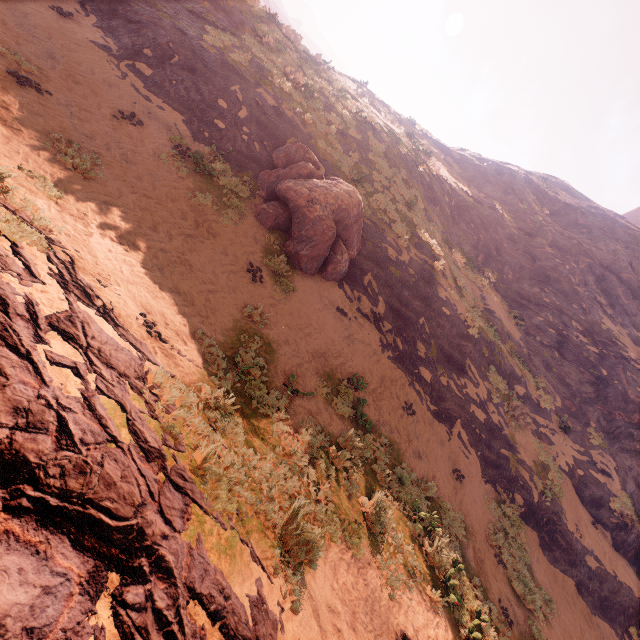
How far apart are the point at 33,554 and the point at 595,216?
48.32m

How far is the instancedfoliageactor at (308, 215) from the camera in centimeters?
1090cm

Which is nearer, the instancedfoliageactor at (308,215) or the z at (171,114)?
the z at (171,114)

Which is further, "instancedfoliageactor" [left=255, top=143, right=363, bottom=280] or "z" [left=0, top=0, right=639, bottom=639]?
"instancedfoliageactor" [left=255, top=143, right=363, bottom=280]

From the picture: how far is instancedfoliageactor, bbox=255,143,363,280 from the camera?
10.9 meters
